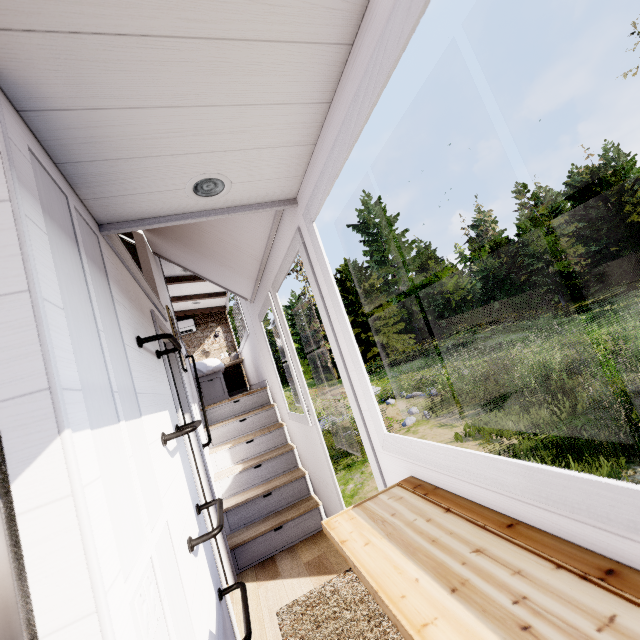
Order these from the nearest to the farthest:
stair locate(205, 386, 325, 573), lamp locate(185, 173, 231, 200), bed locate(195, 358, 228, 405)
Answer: lamp locate(185, 173, 231, 200) → stair locate(205, 386, 325, 573) → bed locate(195, 358, 228, 405)

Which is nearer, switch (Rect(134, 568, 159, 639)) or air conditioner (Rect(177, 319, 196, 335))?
switch (Rect(134, 568, 159, 639))

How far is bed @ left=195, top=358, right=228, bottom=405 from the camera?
5.61m

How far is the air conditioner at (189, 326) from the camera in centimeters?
770cm

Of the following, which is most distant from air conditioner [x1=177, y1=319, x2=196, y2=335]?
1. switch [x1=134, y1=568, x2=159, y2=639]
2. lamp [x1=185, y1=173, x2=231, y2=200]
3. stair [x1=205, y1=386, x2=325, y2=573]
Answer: switch [x1=134, y1=568, x2=159, y2=639]

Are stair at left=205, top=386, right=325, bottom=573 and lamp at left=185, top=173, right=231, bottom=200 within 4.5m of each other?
yes

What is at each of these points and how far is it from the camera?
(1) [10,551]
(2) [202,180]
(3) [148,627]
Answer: (1) fridge, 0.6 meters
(2) lamp, 1.4 meters
(3) switch, 0.8 meters

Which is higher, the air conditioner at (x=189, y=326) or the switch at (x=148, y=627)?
the air conditioner at (x=189, y=326)
